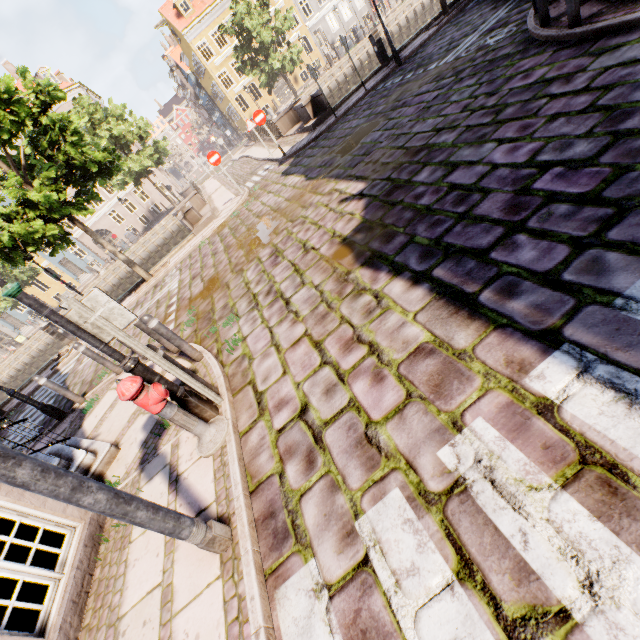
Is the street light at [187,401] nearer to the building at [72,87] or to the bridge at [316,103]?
the bridge at [316,103]

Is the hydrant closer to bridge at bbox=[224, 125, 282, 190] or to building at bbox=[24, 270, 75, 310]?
bridge at bbox=[224, 125, 282, 190]

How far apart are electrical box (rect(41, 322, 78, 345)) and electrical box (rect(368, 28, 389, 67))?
17.7m

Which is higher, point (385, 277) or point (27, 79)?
point (27, 79)

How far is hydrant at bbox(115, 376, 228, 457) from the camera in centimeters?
307cm

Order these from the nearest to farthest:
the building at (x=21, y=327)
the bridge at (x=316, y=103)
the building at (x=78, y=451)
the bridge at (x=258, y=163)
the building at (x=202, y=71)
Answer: the building at (x=78, y=451) < the bridge at (x=316, y=103) < the bridge at (x=258, y=163) < the building at (x=202, y=71) < the building at (x=21, y=327)

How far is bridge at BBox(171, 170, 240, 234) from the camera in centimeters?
1398cm

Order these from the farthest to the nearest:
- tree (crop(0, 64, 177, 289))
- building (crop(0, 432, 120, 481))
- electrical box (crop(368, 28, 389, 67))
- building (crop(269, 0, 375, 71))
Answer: building (crop(269, 0, 375, 71))
electrical box (crop(368, 28, 389, 67))
tree (crop(0, 64, 177, 289))
building (crop(0, 432, 120, 481))
